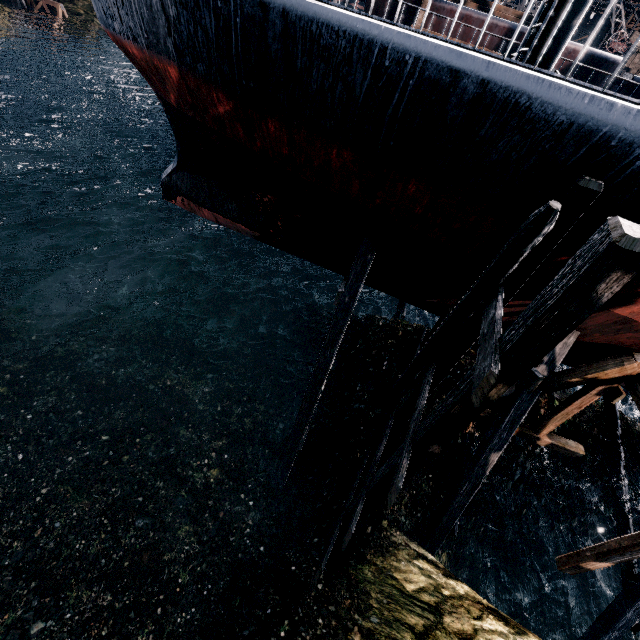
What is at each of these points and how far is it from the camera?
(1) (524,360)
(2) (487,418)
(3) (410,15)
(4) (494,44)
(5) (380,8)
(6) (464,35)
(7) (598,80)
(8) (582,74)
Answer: (1) wooden scaffolding, 4.3m
(2) wooden support structure, 10.7m
(3) ship construction, 24.6m
(4) ship construction, 24.0m
(5) ship construction, 25.1m
(6) ship construction, 24.2m
(7) ship construction, 23.5m
(8) ship construction, 23.6m

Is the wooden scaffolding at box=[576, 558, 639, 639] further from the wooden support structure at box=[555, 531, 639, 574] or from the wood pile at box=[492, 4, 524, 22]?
the wood pile at box=[492, 4, 524, 22]

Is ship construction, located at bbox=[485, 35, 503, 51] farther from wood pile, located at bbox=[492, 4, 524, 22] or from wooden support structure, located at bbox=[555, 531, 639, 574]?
wooden support structure, located at bbox=[555, 531, 639, 574]

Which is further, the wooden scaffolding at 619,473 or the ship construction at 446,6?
the ship construction at 446,6

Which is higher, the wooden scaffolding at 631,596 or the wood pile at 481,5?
the wood pile at 481,5

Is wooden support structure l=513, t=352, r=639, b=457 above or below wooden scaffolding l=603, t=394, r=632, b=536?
above

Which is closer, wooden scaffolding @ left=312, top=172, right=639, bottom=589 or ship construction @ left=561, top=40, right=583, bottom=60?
wooden scaffolding @ left=312, top=172, right=639, bottom=589

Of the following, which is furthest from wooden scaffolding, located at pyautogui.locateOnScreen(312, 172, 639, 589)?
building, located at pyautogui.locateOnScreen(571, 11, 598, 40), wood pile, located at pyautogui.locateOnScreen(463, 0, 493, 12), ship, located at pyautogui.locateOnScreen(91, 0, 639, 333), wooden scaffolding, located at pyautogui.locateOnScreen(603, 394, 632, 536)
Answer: building, located at pyautogui.locateOnScreen(571, 11, 598, 40)
